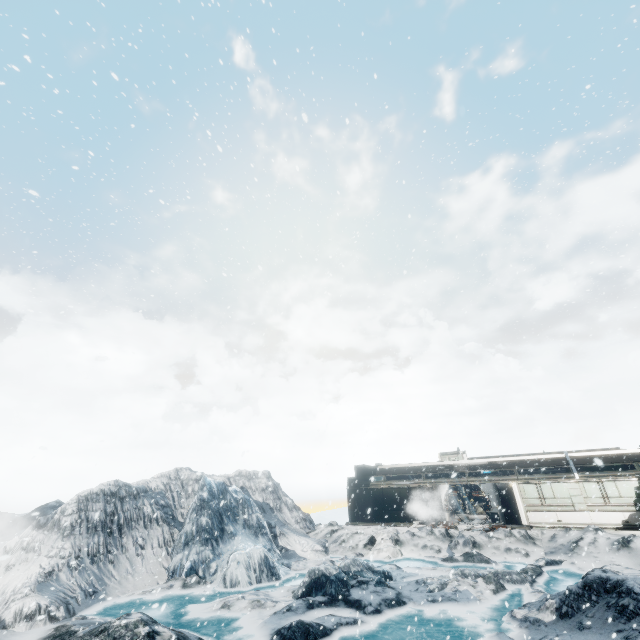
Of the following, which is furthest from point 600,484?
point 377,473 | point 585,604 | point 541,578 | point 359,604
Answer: point 359,604
